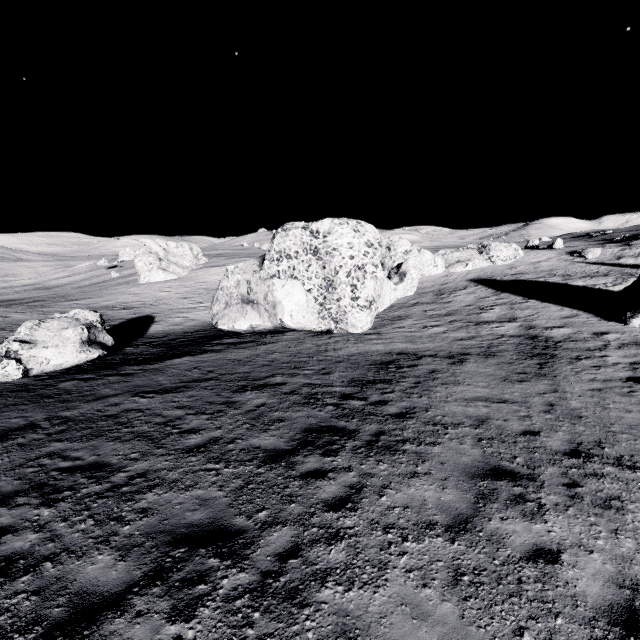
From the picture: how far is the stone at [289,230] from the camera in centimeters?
1928cm

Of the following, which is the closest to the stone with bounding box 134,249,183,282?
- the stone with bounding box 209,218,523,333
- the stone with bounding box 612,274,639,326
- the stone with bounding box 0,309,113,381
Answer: the stone with bounding box 209,218,523,333

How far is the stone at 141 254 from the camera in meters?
57.6

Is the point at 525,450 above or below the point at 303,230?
below

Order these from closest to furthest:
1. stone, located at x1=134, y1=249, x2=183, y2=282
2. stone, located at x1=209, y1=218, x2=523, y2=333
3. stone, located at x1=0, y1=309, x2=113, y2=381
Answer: stone, located at x1=0, y1=309, x2=113, y2=381 < stone, located at x1=209, y1=218, x2=523, y2=333 < stone, located at x1=134, y1=249, x2=183, y2=282

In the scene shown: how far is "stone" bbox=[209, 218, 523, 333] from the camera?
19.28m

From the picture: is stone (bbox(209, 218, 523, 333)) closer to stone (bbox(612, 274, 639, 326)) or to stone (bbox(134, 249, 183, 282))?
stone (bbox(612, 274, 639, 326))

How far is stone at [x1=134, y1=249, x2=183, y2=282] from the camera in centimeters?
5762cm
